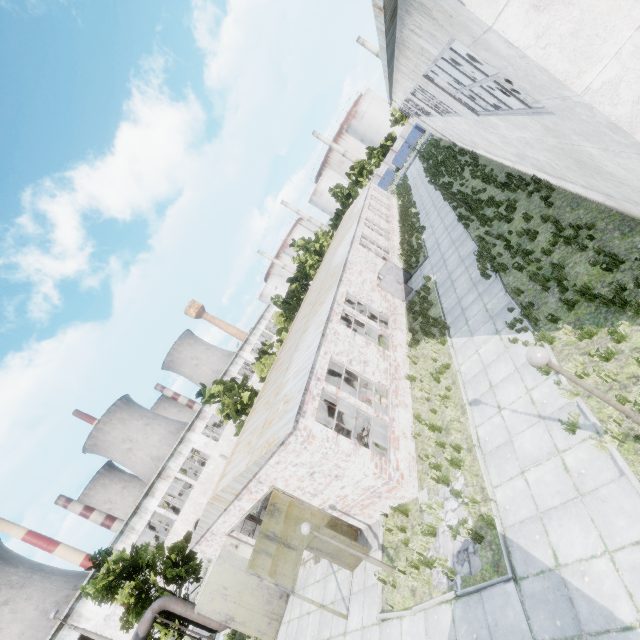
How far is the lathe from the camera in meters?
13.0

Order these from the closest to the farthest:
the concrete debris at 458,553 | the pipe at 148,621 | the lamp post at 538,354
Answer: the lamp post at 538,354 → the concrete debris at 458,553 → the pipe at 148,621

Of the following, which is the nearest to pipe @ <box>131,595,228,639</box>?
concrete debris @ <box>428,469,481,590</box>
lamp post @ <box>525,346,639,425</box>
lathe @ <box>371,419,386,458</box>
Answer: lathe @ <box>371,419,386,458</box>

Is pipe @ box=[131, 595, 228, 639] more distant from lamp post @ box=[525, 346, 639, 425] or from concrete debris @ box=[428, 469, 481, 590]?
lamp post @ box=[525, 346, 639, 425]

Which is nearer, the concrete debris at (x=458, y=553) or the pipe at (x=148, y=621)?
the concrete debris at (x=458, y=553)

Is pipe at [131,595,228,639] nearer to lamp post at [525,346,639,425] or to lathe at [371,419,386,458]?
lathe at [371,419,386,458]

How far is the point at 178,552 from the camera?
19.3 meters

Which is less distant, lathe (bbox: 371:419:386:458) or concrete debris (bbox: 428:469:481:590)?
concrete debris (bbox: 428:469:481:590)
